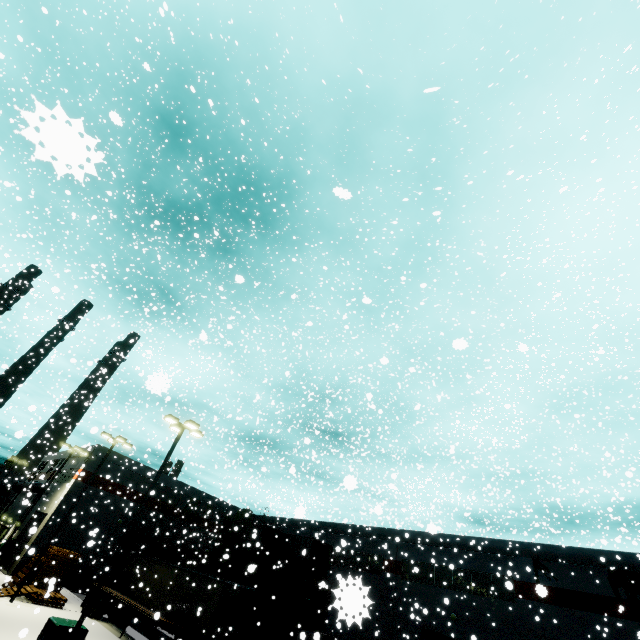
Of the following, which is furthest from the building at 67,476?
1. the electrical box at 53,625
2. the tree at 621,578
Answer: the electrical box at 53,625

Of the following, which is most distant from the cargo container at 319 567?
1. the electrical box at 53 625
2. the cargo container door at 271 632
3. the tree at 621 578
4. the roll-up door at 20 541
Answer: the tree at 621 578

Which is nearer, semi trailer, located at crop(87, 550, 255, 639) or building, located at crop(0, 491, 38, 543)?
semi trailer, located at crop(87, 550, 255, 639)

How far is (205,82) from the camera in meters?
16.9 m

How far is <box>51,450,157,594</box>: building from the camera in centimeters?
2905cm

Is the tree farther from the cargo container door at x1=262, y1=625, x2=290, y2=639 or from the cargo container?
the cargo container door at x1=262, y1=625, x2=290, y2=639

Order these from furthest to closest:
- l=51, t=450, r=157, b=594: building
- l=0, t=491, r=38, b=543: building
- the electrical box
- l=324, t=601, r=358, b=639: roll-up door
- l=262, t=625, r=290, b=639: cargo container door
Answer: l=0, t=491, r=38, b=543: building < l=51, t=450, r=157, b=594: building < l=262, t=625, r=290, b=639: cargo container door < the electrical box < l=324, t=601, r=358, b=639: roll-up door
